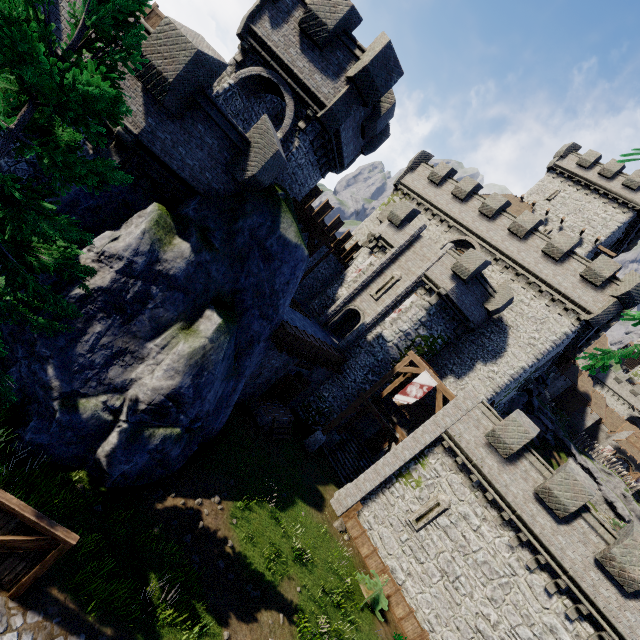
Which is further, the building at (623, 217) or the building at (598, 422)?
the building at (598, 422)

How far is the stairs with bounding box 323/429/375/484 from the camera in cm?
2331

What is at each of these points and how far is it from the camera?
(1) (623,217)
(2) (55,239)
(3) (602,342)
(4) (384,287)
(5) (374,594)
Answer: (1) building, 32.8m
(2) tree, 6.0m
(3) building, 55.6m
(4) window slit, 24.6m
(5) bush, 15.2m

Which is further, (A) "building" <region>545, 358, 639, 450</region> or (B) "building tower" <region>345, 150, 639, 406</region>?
(A) "building" <region>545, 358, 639, 450</region>

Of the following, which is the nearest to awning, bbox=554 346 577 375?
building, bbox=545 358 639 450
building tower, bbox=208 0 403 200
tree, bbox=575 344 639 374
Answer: building, bbox=545 358 639 450

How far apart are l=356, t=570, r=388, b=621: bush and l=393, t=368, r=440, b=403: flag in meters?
8.7

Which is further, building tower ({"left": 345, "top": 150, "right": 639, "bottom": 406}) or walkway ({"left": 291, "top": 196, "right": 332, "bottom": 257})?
building tower ({"left": 345, "top": 150, "right": 639, "bottom": 406})

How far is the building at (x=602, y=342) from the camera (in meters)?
53.38
